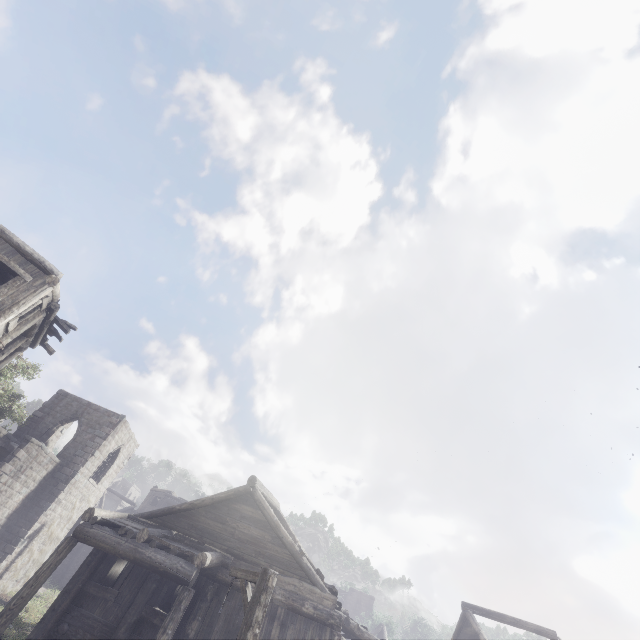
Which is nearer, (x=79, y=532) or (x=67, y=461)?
(x=79, y=532)

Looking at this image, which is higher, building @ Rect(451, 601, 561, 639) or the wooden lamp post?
building @ Rect(451, 601, 561, 639)

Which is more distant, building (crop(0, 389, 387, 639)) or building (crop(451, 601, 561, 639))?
building (crop(451, 601, 561, 639))

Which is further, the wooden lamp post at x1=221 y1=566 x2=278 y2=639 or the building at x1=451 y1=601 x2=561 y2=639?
the building at x1=451 y1=601 x2=561 y2=639

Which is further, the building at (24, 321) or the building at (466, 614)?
the building at (466, 614)

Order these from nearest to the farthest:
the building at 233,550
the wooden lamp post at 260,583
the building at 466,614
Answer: the wooden lamp post at 260,583 → the building at 233,550 → the building at 466,614

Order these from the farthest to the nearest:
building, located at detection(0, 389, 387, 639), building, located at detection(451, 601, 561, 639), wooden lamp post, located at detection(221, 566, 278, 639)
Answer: building, located at detection(451, 601, 561, 639)
building, located at detection(0, 389, 387, 639)
wooden lamp post, located at detection(221, 566, 278, 639)
